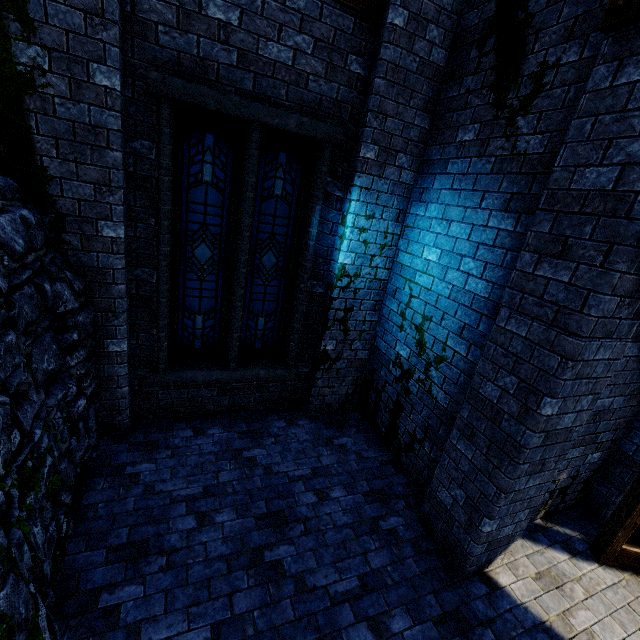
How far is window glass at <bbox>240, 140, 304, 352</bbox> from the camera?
4.65m

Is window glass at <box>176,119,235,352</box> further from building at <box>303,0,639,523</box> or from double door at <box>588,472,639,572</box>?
double door at <box>588,472,639,572</box>

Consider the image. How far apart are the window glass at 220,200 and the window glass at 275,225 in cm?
22

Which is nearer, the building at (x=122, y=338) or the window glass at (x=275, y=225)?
the building at (x=122, y=338)

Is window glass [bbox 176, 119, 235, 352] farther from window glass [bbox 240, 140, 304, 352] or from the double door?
the double door

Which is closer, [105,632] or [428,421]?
[105,632]

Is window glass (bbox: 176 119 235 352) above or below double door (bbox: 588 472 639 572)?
above
